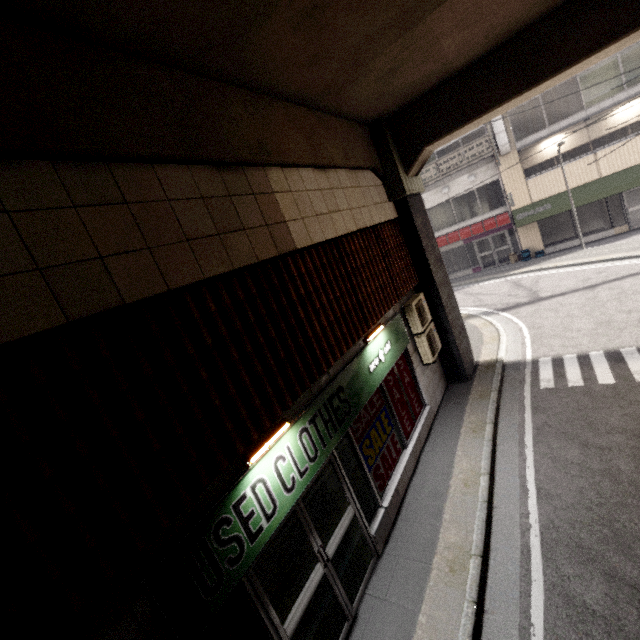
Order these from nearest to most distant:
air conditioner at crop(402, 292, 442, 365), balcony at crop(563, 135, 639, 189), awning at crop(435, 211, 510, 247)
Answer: air conditioner at crop(402, 292, 442, 365) < balcony at crop(563, 135, 639, 189) < awning at crop(435, 211, 510, 247)

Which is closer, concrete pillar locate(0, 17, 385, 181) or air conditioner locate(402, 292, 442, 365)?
concrete pillar locate(0, 17, 385, 181)

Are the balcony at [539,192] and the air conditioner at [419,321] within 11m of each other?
no

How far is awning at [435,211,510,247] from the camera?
18.86m

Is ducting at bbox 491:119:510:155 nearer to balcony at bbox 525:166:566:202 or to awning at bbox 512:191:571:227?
balcony at bbox 525:166:566:202

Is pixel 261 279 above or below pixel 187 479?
above

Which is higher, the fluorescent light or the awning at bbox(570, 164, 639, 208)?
the fluorescent light

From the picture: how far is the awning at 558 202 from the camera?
16.9 meters
